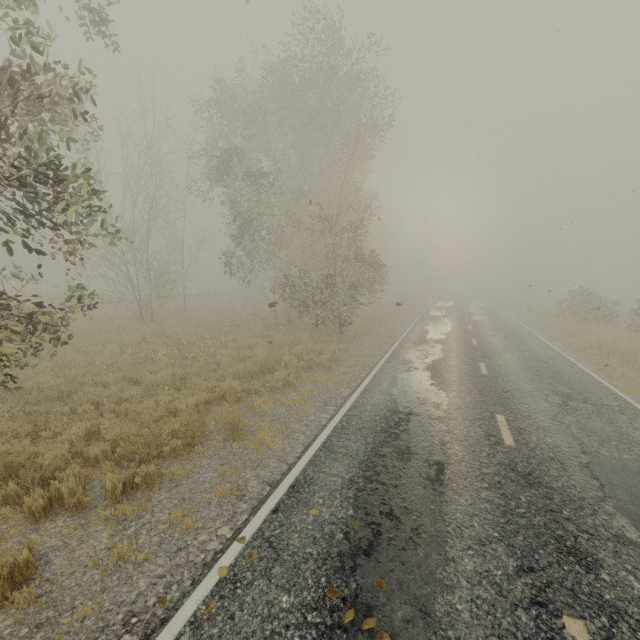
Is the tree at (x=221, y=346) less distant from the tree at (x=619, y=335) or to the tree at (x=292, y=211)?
the tree at (x=292, y=211)

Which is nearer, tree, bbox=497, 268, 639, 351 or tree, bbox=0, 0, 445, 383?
tree, bbox=0, 0, 445, 383

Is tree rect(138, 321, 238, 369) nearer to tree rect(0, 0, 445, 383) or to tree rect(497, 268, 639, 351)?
tree rect(0, 0, 445, 383)

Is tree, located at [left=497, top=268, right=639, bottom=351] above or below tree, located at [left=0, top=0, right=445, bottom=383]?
below

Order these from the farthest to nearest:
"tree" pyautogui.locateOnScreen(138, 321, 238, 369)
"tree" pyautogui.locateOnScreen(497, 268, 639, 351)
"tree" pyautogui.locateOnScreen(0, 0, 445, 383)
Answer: "tree" pyautogui.locateOnScreen(497, 268, 639, 351), "tree" pyautogui.locateOnScreen(138, 321, 238, 369), "tree" pyautogui.locateOnScreen(0, 0, 445, 383)

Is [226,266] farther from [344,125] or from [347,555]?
[347,555]

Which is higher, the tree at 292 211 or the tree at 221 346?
the tree at 292 211
